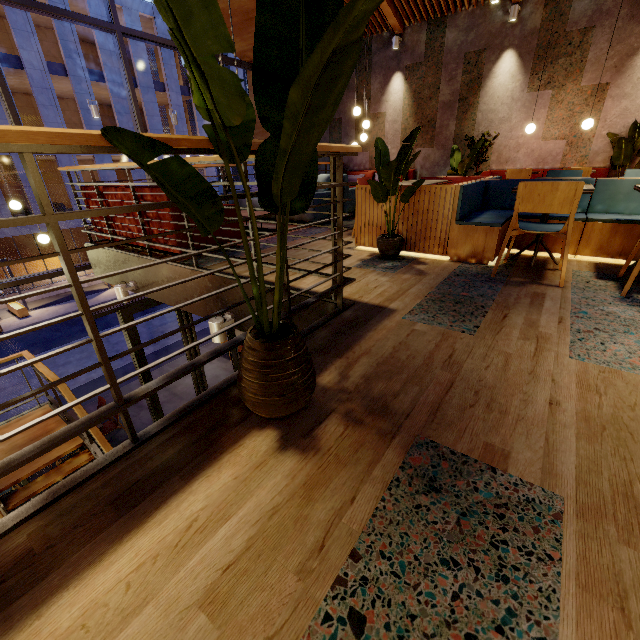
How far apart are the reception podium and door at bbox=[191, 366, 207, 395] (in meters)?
22.08

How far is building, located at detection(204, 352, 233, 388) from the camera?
10.5m

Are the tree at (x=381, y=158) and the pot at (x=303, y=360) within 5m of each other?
yes

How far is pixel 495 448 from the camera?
1.26m

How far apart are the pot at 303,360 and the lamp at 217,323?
1.9 meters

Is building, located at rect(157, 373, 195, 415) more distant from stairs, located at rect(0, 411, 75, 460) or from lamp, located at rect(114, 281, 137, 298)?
lamp, located at rect(114, 281, 137, 298)

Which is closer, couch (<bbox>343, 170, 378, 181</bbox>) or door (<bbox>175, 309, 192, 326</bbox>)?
couch (<bbox>343, 170, 378, 181</bbox>)

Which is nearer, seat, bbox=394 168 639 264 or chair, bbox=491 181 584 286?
chair, bbox=491 181 584 286
